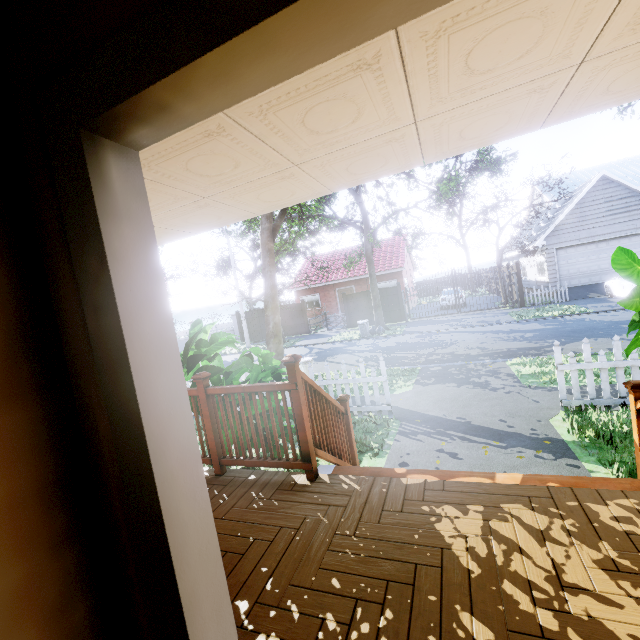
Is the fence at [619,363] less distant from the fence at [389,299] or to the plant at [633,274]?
the fence at [389,299]

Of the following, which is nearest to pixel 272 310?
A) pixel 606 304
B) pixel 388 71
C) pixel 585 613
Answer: pixel 388 71

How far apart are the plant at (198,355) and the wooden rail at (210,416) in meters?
0.5

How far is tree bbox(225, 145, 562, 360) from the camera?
10.47m

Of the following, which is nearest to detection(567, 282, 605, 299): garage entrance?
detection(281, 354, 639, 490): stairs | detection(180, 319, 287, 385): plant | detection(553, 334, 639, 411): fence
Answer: detection(553, 334, 639, 411): fence

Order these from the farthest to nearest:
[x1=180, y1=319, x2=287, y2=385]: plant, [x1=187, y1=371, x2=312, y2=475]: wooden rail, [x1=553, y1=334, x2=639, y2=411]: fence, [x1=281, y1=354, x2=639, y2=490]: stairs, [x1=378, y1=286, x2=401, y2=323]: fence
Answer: [x1=378, y1=286, x2=401, y2=323]: fence < [x1=553, y1=334, x2=639, y2=411]: fence < [x1=180, y1=319, x2=287, y2=385]: plant < [x1=187, y1=371, x2=312, y2=475]: wooden rail < [x1=281, y1=354, x2=639, y2=490]: stairs

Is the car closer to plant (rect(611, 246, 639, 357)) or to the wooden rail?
plant (rect(611, 246, 639, 357))

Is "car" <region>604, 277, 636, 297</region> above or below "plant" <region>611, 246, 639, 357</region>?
below
